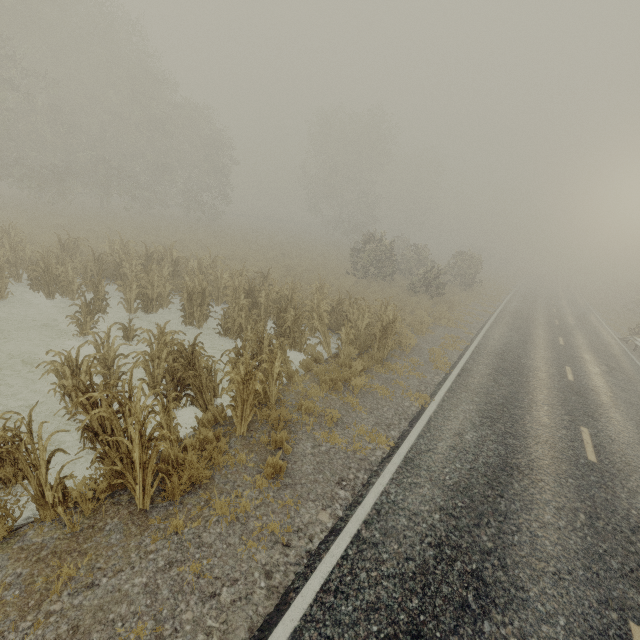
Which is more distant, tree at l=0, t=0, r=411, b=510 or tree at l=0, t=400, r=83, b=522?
tree at l=0, t=0, r=411, b=510

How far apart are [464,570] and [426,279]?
19.6m

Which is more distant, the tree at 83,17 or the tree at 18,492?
the tree at 83,17
